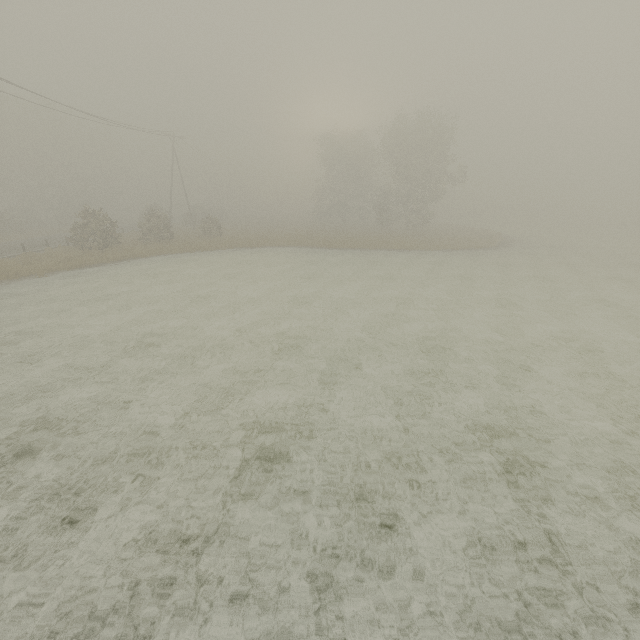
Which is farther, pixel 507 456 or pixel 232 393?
pixel 232 393
